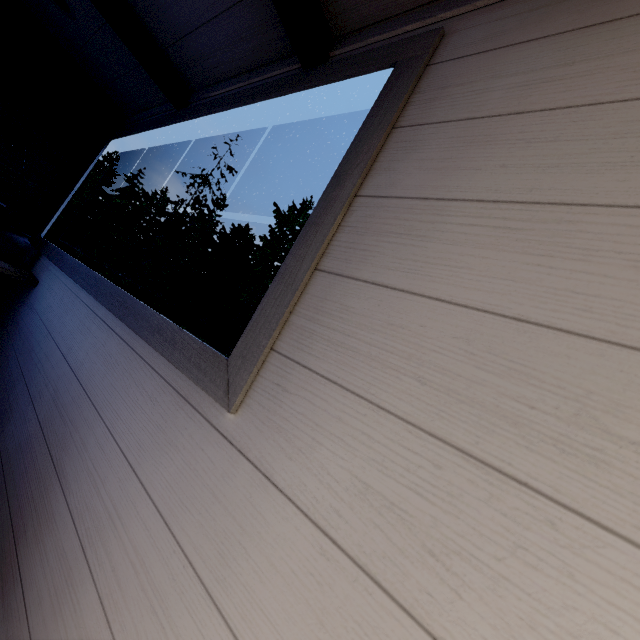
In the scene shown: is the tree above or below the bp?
below

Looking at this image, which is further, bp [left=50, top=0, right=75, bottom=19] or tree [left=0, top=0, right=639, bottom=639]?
bp [left=50, top=0, right=75, bottom=19]

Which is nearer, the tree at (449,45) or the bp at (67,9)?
the tree at (449,45)

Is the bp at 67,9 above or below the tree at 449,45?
above

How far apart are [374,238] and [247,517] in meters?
0.6 m
